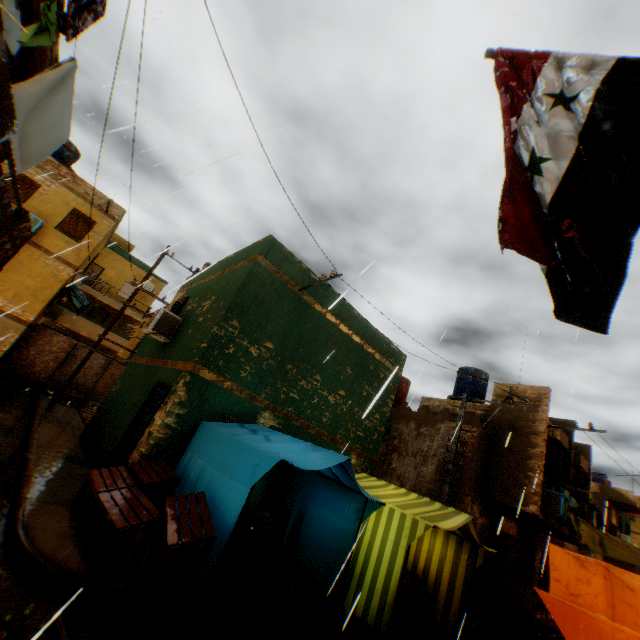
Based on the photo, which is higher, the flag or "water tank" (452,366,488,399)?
"water tank" (452,366,488,399)

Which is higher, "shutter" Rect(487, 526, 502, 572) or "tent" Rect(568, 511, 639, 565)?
"tent" Rect(568, 511, 639, 565)

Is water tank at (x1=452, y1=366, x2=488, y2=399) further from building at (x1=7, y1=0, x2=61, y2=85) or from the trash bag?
the trash bag

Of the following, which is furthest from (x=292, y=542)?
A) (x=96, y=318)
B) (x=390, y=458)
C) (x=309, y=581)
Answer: (x=96, y=318)

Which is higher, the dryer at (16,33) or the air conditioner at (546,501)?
the dryer at (16,33)

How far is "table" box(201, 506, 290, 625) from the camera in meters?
4.3 m

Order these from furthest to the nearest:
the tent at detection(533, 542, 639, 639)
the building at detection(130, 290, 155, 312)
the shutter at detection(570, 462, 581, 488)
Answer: the building at detection(130, 290, 155, 312), the shutter at detection(570, 462, 581, 488), the tent at detection(533, 542, 639, 639)

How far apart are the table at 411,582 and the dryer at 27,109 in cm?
36
